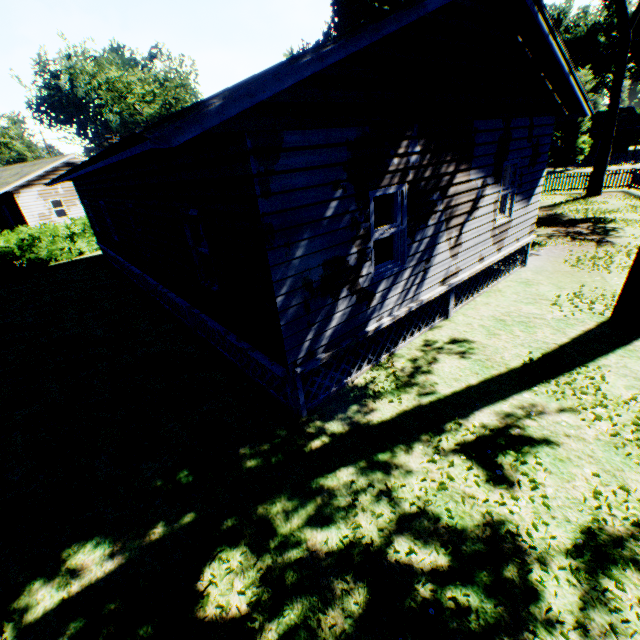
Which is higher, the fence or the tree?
the tree

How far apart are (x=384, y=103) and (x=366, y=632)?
6.7 meters

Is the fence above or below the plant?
above

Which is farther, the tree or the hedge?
the hedge

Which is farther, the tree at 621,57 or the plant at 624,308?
the tree at 621,57

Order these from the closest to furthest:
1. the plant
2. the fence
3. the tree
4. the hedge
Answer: the plant → the tree → the hedge → the fence

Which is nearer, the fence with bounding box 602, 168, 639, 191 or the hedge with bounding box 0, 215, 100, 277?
the hedge with bounding box 0, 215, 100, 277

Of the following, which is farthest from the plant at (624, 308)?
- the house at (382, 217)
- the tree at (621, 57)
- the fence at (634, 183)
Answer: the tree at (621, 57)
